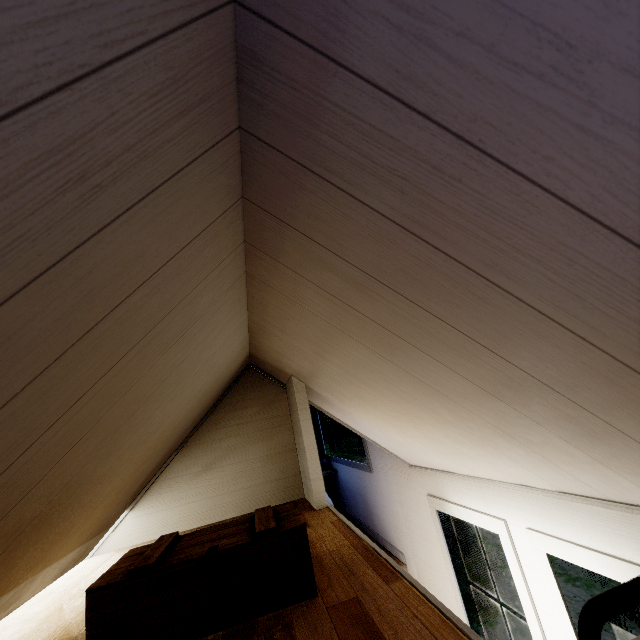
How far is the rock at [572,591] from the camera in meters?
6.3

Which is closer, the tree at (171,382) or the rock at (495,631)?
the tree at (171,382)

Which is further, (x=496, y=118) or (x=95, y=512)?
(x=95, y=512)

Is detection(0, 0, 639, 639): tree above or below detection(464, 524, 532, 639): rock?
above

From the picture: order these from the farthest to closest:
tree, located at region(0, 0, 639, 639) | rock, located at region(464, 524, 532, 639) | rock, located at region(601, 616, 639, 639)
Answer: rock, located at region(464, 524, 532, 639) < rock, located at region(601, 616, 639, 639) < tree, located at region(0, 0, 639, 639)

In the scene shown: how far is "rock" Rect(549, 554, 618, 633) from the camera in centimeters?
628cm

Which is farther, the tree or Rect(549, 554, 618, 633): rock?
Rect(549, 554, 618, 633): rock
